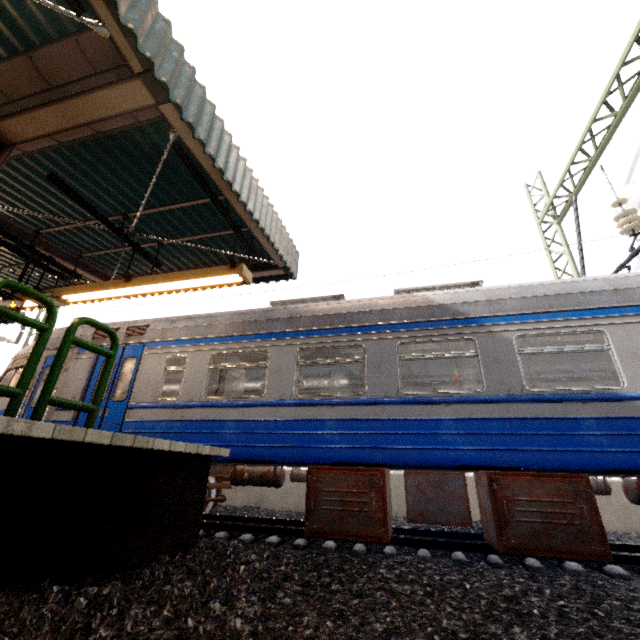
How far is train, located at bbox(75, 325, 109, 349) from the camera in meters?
6.9 m

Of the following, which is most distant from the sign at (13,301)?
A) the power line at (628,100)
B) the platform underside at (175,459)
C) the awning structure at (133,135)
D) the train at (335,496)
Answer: the power line at (628,100)

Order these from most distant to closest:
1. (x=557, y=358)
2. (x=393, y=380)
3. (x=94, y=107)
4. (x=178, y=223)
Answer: (x=557, y=358) < (x=178, y=223) < (x=393, y=380) < (x=94, y=107)

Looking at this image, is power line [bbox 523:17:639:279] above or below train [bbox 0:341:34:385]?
above

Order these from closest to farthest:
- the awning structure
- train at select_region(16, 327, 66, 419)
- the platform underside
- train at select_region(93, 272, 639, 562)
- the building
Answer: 1. the platform underside
2. the awning structure
3. train at select_region(93, 272, 639, 562)
4. train at select_region(16, 327, 66, 419)
5. the building

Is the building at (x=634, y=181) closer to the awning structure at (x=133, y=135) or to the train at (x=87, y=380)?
the train at (x=87, y=380)

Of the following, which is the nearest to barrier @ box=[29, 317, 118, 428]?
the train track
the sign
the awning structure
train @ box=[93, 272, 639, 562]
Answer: A: the awning structure
